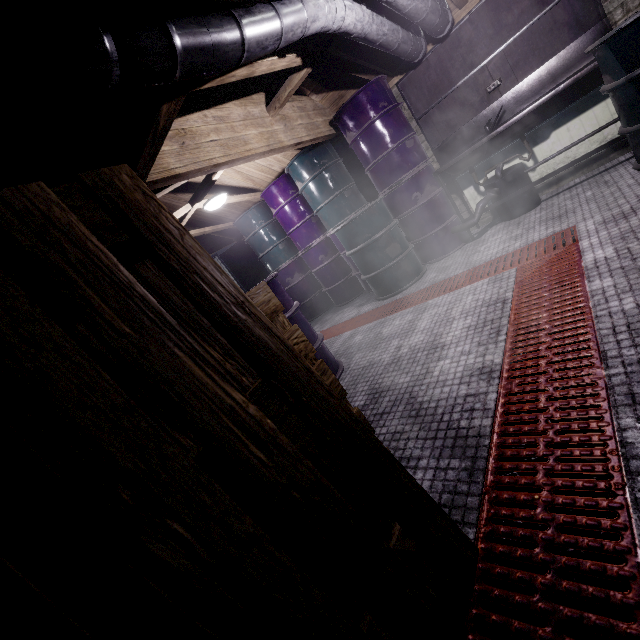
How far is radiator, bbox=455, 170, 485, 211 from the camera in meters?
3.9 m

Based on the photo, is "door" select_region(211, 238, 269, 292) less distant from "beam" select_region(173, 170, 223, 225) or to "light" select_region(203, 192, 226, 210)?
"beam" select_region(173, 170, 223, 225)

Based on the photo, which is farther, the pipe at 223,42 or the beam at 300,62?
the beam at 300,62

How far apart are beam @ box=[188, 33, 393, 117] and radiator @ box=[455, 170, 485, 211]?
1.4m

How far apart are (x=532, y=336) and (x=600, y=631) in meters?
1.3 m

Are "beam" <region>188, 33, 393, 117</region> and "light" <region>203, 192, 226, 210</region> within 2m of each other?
yes

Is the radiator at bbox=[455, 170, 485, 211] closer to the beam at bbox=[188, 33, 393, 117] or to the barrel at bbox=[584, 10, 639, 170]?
the barrel at bbox=[584, 10, 639, 170]

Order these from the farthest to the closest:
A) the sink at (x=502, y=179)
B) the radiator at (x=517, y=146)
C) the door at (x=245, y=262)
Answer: the door at (x=245, y=262) < the radiator at (x=517, y=146) < the sink at (x=502, y=179)
